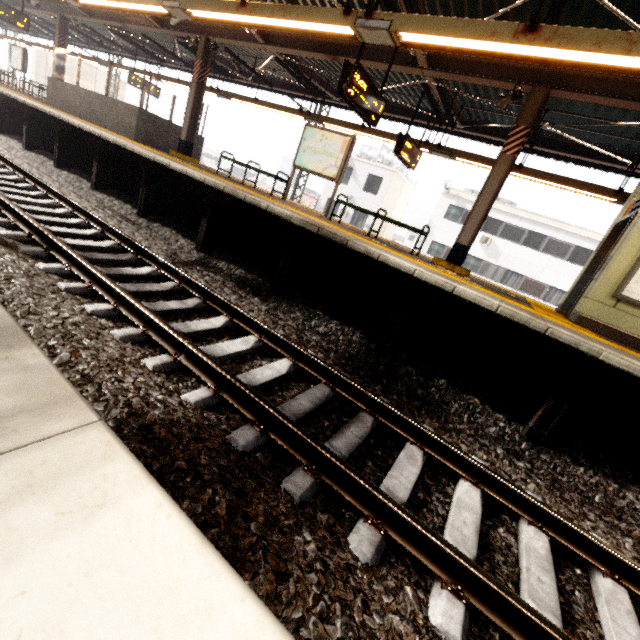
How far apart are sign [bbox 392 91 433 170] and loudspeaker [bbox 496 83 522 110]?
2.2m

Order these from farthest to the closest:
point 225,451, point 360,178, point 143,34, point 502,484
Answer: point 360,178
point 143,34
point 502,484
point 225,451

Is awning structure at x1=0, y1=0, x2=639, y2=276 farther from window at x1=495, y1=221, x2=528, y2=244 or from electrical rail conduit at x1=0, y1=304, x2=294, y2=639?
window at x1=495, y1=221, x2=528, y2=244

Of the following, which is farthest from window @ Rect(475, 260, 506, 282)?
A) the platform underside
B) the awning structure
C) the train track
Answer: the train track

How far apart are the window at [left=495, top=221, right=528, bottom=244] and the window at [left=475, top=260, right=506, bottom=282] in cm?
173

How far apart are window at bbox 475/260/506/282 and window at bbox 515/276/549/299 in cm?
109

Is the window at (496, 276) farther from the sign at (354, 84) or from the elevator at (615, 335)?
the sign at (354, 84)

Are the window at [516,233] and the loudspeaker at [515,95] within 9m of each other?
no
